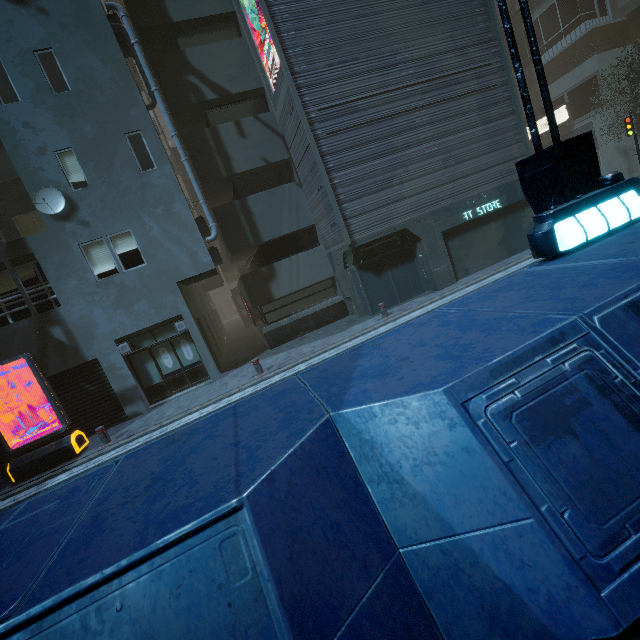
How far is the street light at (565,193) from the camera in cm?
377

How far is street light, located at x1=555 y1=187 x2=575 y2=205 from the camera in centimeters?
377cm

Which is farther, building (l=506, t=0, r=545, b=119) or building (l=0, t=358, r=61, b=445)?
building (l=506, t=0, r=545, b=119)

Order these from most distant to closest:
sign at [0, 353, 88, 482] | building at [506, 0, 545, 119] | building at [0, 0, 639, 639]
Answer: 1. building at [506, 0, 545, 119]
2. sign at [0, 353, 88, 482]
3. building at [0, 0, 639, 639]

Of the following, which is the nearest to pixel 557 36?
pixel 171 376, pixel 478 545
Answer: pixel 171 376

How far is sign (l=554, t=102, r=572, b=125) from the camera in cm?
2749

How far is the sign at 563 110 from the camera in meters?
27.5

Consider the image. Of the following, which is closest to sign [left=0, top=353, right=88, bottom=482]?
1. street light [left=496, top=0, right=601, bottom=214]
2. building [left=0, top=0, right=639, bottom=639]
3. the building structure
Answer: the building structure
